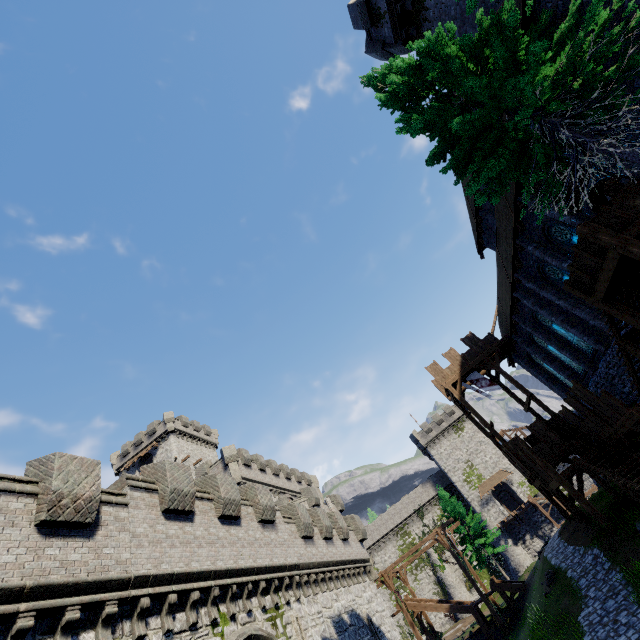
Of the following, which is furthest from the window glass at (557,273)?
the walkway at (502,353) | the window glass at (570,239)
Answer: the walkway at (502,353)

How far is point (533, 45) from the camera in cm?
738

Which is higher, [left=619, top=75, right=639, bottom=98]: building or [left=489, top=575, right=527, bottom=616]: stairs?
[left=619, top=75, right=639, bottom=98]: building

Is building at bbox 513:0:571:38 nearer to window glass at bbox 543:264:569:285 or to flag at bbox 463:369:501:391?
window glass at bbox 543:264:569:285

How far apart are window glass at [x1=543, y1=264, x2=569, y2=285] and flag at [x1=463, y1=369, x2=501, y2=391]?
9.78m

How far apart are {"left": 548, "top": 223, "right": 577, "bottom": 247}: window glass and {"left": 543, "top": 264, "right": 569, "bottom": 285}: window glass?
1.49m

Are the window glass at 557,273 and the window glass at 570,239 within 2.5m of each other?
yes

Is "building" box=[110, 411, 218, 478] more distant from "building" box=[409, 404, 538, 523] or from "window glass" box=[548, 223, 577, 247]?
"window glass" box=[548, 223, 577, 247]
